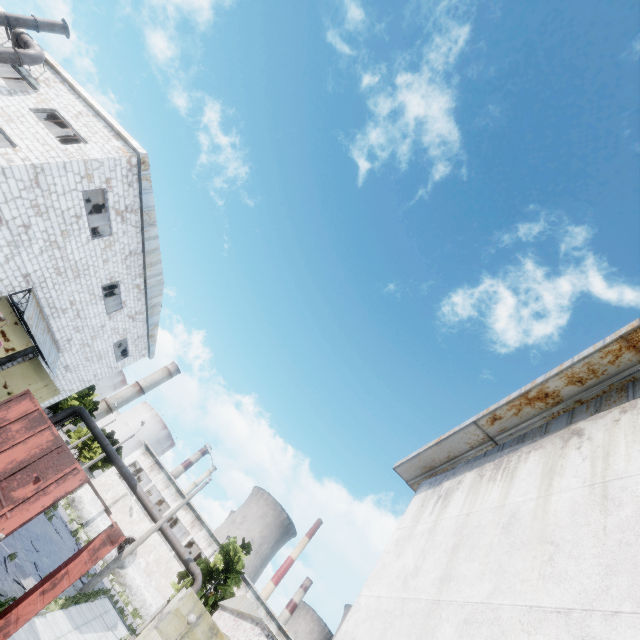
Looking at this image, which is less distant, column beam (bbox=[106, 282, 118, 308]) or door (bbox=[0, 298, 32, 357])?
door (bbox=[0, 298, 32, 357])

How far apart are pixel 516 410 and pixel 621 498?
2.4m

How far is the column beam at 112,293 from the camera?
25.9 meters

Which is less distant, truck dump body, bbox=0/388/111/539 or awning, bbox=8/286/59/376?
truck dump body, bbox=0/388/111/539

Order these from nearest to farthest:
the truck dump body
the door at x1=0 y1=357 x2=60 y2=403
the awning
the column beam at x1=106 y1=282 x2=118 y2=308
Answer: the truck dump body
the awning
the door at x1=0 y1=357 x2=60 y2=403
the column beam at x1=106 y1=282 x2=118 y2=308

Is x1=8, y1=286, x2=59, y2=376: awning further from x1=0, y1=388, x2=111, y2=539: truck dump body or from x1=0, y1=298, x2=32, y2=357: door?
x1=0, y1=388, x2=111, y2=539: truck dump body

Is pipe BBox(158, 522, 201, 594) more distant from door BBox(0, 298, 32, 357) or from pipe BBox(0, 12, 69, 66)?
pipe BBox(0, 12, 69, 66)

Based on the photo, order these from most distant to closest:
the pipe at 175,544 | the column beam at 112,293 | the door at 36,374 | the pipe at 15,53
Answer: the column beam at 112,293 < the pipe at 175,544 < the door at 36,374 < the pipe at 15,53
